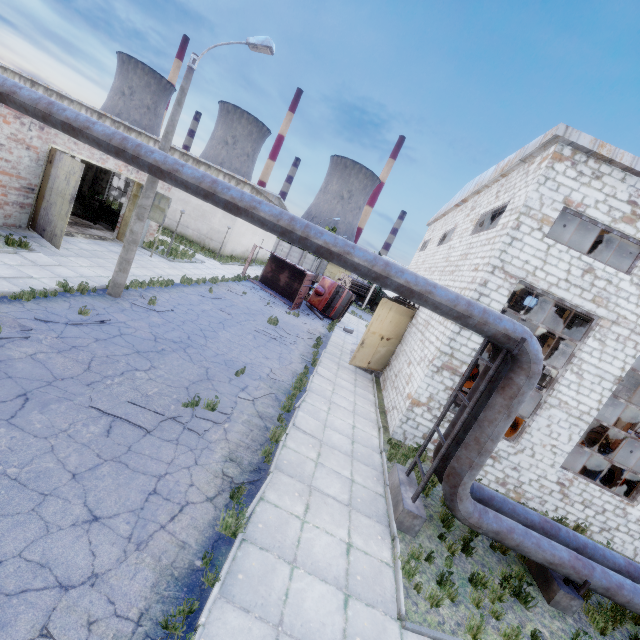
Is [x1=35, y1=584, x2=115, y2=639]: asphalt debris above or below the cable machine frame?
below

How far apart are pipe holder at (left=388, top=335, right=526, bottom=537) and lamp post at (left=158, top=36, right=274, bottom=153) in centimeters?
1086cm

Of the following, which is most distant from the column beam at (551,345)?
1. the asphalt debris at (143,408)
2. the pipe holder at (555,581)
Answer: the asphalt debris at (143,408)

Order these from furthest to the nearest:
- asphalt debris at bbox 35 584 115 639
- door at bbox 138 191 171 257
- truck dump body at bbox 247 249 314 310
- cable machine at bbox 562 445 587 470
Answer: truck dump body at bbox 247 249 314 310 → door at bbox 138 191 171 257 → cable machine at bbox 562 445 587 470 → asphalt debris at bbox 35 584 115 639

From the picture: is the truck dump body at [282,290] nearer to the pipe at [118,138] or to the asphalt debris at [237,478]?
the pipe at [118,138]

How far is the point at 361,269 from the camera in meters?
6.7 m

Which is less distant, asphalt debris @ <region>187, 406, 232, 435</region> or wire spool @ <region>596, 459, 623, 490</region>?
asphalt debris @ <region>187, 406, 232, 435</region>

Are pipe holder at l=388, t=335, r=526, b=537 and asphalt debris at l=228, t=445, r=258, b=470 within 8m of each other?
yes
